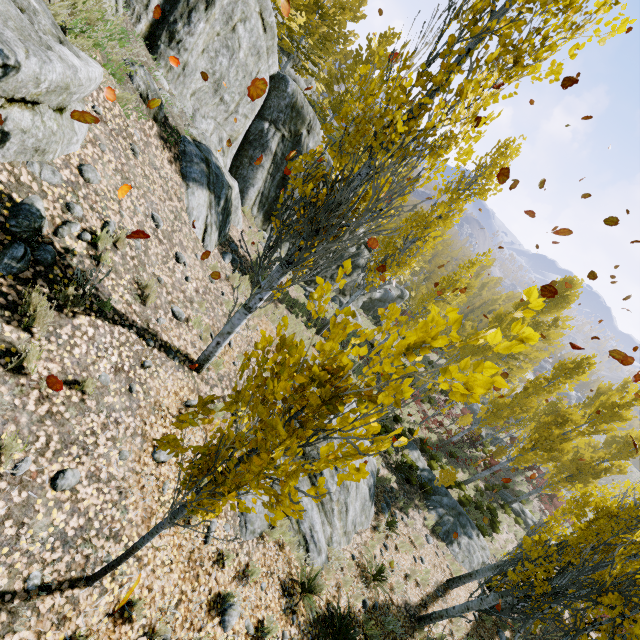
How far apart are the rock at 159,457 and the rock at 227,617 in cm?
231

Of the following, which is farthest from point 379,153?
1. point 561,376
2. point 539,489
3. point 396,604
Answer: point 539,489

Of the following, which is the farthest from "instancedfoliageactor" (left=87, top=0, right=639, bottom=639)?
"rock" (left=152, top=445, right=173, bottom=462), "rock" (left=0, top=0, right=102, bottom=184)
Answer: "rock" (left=152, top=445, right=173, bottom=462)

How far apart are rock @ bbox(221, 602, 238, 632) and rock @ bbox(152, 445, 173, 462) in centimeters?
231cm

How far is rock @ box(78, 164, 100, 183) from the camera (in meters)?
4.85

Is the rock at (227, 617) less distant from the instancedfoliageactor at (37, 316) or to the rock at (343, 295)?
the rock at (343, 295)

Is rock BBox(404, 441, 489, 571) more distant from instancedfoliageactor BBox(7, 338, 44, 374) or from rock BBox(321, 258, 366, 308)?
rock BBox(321, 258, 366, 308)
